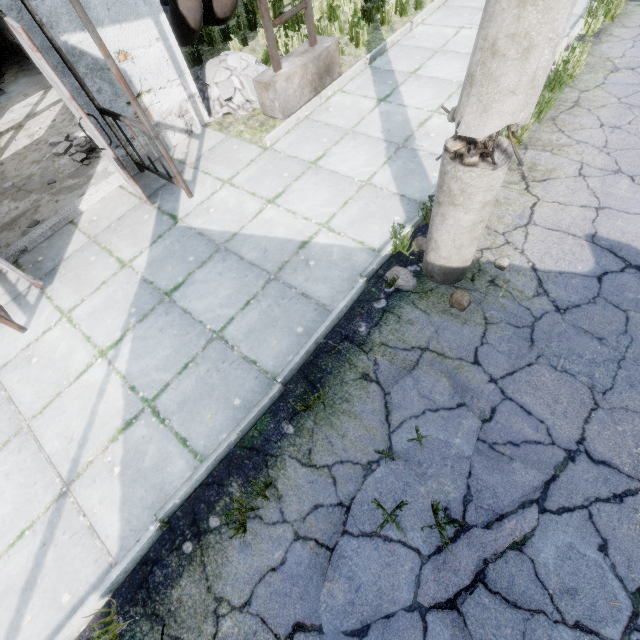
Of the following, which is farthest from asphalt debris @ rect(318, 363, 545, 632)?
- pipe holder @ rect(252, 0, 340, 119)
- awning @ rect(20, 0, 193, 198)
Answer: pipe holder @ rect(252, 0, 340, 119)

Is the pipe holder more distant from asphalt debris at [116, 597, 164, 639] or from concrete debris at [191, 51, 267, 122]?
asphalt debris at [116, 597, 164, 639]

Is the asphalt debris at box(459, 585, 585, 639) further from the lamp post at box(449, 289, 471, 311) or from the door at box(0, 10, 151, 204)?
the door at box(0, 10, 151, 204)

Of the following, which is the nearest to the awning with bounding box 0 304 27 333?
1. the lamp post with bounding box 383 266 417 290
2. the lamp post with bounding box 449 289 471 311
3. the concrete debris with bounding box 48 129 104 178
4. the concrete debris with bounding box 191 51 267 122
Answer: the concrete debris with bounding box 48 129 104 178

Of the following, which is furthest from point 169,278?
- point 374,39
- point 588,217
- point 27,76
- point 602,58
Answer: point 27,76

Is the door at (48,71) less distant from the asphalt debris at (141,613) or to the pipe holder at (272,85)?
the pipe holder at (272,85)

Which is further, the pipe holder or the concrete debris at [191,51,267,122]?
the concrete debris at [191,51,267,122]

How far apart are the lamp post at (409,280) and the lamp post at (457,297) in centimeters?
Result: 43cm
